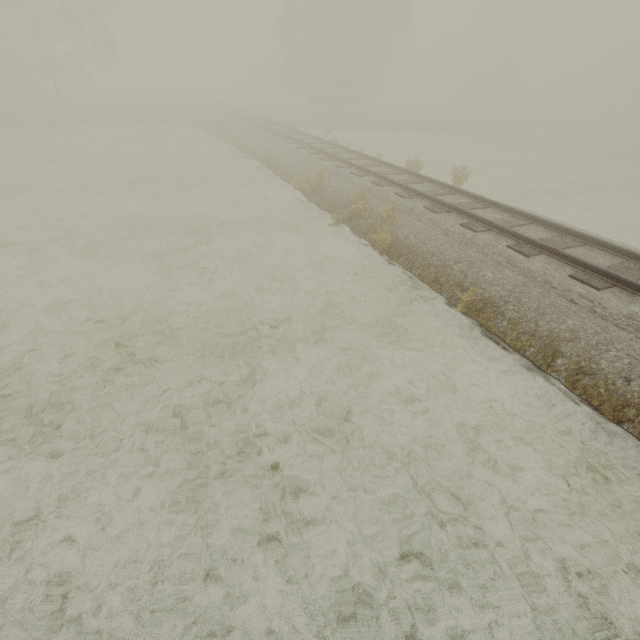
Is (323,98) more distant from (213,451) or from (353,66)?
(213,451)
